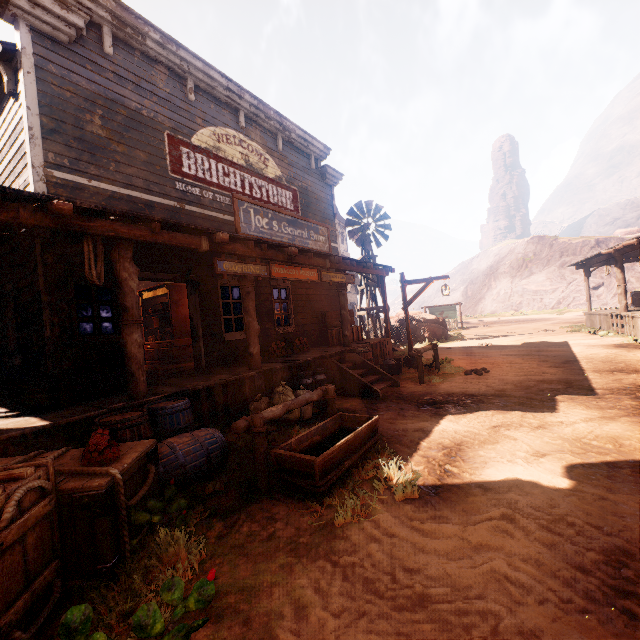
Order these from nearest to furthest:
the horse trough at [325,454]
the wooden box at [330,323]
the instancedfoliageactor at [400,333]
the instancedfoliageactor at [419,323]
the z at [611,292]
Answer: the horse trough at [325,454] < the wooden box at [330,323] < the instancedfoliageactor at [419,323] < the instancedfoliageactor at [400,333] < the z at [611,292]

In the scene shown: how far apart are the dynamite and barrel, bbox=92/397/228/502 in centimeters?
54cm

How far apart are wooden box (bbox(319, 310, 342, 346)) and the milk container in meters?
2.9 m

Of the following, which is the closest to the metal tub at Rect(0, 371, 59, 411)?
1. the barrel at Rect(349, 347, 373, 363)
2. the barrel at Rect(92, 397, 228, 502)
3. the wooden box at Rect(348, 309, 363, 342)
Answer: the barrel at Rect(92, 397, 228, 502)

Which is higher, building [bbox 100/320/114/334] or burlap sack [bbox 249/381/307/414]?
building [bbox 100/320/114/334]

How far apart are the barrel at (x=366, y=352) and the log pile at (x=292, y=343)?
1.5m

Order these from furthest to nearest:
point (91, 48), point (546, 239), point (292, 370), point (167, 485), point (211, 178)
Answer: point (546, 239) → point (211, 178) → point (292, 370) → point (91, 48) → point (167, 485)

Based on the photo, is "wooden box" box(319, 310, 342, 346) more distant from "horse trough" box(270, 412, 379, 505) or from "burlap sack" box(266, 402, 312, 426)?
"horse trough" box(270, 412, 379, 505)
